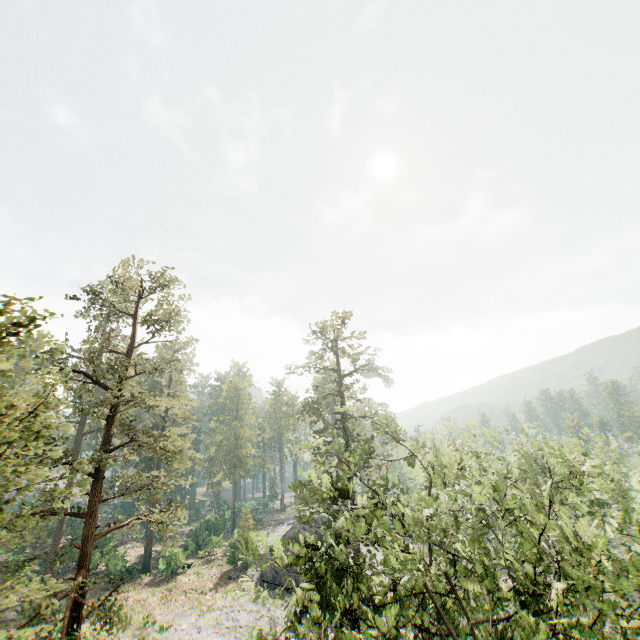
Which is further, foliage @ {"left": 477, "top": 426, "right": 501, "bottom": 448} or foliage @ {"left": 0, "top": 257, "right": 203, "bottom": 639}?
foliage @ {"left": 477, "top": 426, "right": 501, "bottom": 448}

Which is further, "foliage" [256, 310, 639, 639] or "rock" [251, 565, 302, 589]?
"rock" [251, 565, 302, 589]

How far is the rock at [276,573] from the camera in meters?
35.9 m

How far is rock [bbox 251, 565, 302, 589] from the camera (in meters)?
35.91

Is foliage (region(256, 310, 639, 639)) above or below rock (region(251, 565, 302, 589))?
above

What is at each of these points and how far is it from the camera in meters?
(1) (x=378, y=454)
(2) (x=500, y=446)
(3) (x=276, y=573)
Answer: (1) foliage, 16.7 m
(2) foliage, 22.8 m
(3) rock, 36.7 m

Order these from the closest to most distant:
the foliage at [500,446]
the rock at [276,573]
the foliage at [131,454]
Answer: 1. the foliage at [131,454]
2. the foliage at [500,446]
3. the rock at [276,573]

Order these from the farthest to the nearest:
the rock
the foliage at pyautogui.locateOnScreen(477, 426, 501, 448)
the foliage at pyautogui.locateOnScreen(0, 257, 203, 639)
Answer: the rock, the foliage at pyautogui.locateOnScreen(477, 426, 501, 448), the foliage at pyautogui.locateOnScreen(0, 257, 203, 639)
